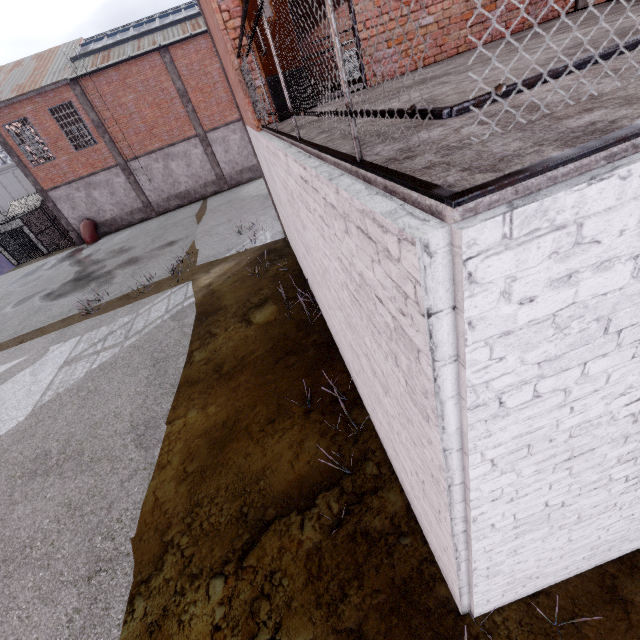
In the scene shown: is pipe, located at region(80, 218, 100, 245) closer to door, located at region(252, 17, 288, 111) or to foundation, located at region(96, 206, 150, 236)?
foundation, located at region(96, 206, 150, 236)

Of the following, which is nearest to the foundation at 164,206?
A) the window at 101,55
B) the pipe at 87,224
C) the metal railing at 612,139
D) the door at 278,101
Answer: the pipe at 87,224

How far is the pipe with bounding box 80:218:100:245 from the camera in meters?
23.4

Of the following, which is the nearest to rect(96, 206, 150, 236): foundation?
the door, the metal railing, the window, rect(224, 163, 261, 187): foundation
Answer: rect(224, 163, 261, 187): foundation

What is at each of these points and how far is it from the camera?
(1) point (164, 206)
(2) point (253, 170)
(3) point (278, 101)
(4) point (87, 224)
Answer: (1) foundation, 24.9 meters
(2) foundation, 25.0 meters
(3) door, 5.1 meters
(4) pipe, 23.5 meters

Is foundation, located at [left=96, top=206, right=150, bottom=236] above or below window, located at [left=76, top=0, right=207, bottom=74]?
below

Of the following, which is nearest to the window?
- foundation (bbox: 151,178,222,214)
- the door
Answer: foundation (bbox: 151,178,222,214)

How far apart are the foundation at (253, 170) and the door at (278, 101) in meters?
21.2 m
